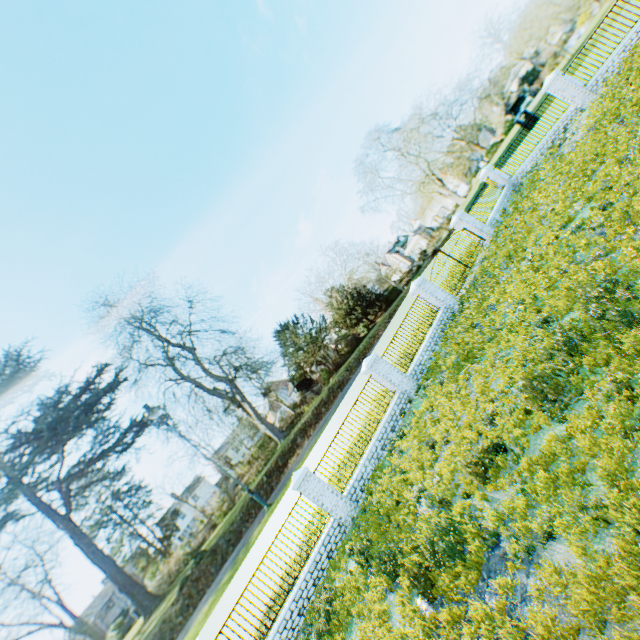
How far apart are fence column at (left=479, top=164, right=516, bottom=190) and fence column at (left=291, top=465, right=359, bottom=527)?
21.44m

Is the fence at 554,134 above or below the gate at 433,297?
below

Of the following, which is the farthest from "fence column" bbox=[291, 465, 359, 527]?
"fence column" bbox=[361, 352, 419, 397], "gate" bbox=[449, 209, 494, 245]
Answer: "gate" bbox=[449, 209, 494, 245]

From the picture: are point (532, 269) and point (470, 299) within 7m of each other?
yes

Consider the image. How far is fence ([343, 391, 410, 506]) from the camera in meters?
11.5

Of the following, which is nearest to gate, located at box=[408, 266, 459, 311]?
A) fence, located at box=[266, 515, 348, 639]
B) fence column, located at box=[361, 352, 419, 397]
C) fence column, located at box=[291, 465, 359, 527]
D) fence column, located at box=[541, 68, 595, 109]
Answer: fence column, located at box=[361, 352, 419, 397]

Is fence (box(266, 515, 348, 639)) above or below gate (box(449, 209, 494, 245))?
below

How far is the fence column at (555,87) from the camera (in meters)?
16.27
